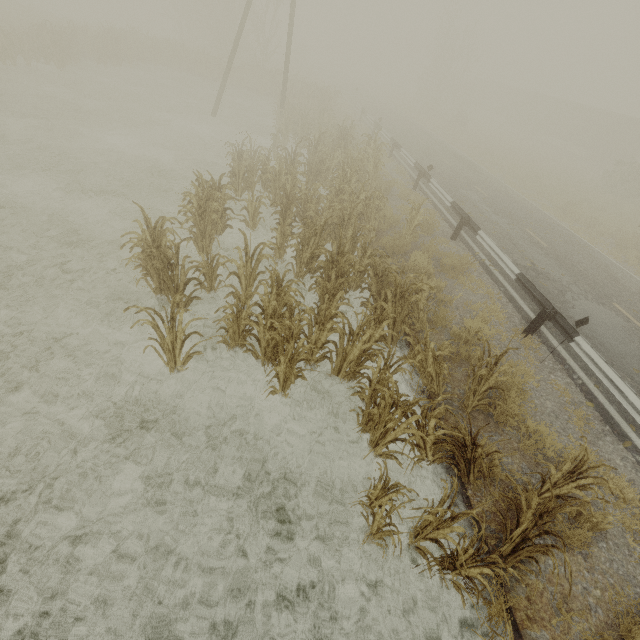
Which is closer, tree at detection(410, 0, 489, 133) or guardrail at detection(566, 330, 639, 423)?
guardrail at detection(566, 330, 639, 423)

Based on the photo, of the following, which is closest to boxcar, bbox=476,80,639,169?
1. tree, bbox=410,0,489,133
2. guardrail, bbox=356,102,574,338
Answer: tree, bbox=410,0,489,133

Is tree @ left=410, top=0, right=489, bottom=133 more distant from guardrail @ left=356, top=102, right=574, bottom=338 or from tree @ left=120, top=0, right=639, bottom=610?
tree @ left=120, top=0, right=639, bottom=610

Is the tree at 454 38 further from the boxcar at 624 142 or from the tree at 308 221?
the tree at 308 221

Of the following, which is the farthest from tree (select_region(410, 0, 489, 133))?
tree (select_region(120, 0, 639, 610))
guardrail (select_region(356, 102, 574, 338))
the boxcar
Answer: tree (select_region(120, 0, 639, 610))

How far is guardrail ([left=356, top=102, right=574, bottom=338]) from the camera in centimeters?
742cm

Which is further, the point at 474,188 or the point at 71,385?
the point at 474,188

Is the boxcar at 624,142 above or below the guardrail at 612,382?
above
